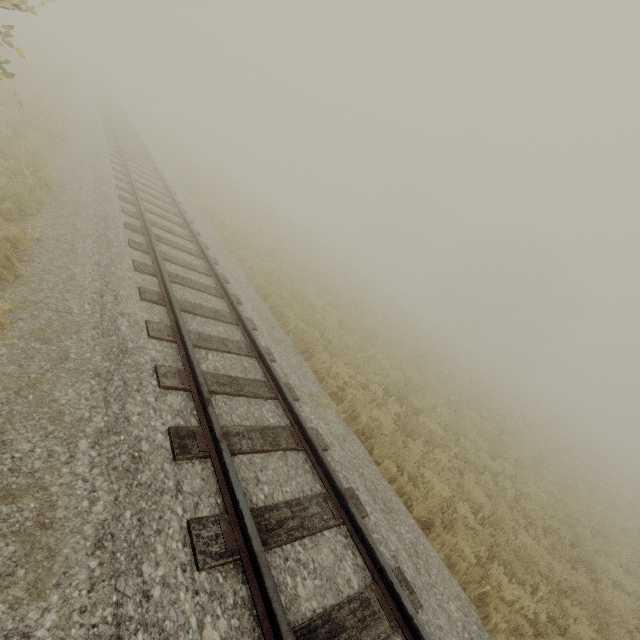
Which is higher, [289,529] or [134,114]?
[289,529]
